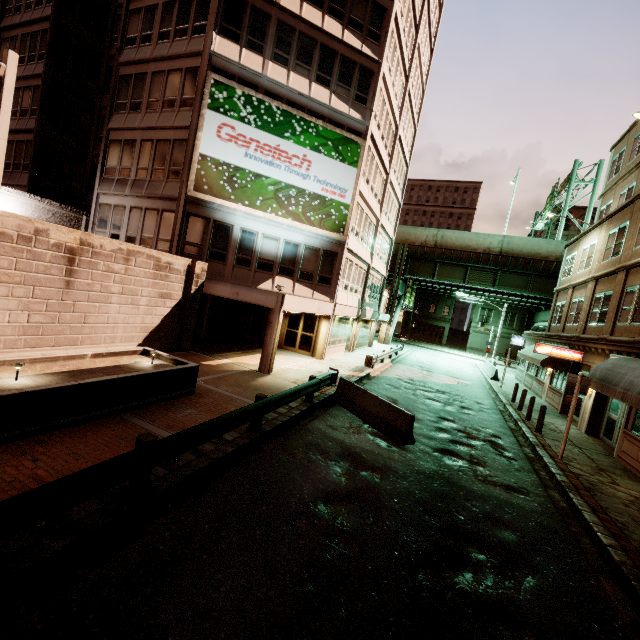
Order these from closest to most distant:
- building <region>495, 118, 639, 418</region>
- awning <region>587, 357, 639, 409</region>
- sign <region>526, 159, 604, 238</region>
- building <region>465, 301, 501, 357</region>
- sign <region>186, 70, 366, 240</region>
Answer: awning <region>587, 357, 639, 409</region>, building <region>495, 118, 639, 418</region>, sign <region>186, 70, 366, 240</region>, sign <region>526, 159, 604, 238</region>, building <region>465, 301, 501, 357</region>

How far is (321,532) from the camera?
5.55m

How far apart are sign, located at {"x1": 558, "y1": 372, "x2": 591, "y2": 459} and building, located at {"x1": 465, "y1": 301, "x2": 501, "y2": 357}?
47.73m

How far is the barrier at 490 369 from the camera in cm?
2745

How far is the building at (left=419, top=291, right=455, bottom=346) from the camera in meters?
58.1

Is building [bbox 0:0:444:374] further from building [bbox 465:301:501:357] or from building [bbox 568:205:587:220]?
building [bbox 568:205:587:220]

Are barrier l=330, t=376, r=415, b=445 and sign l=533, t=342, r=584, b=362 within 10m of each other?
no

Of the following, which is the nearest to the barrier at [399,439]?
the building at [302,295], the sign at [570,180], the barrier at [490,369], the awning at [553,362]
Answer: the building at [302,295]
